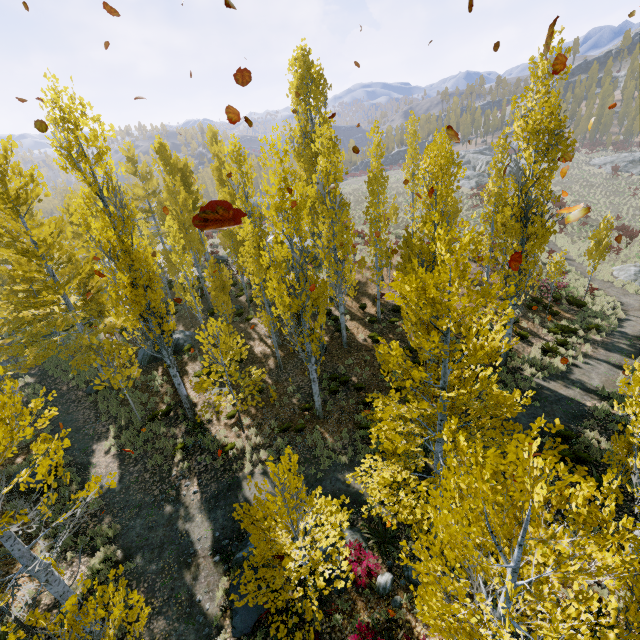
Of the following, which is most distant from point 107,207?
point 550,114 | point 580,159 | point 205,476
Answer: point 580,159

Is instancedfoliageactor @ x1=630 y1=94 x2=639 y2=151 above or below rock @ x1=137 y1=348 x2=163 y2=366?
above

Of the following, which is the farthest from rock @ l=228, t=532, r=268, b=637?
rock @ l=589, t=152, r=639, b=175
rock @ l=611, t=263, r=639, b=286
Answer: rock @ l=589, t=152, r=639, b=175

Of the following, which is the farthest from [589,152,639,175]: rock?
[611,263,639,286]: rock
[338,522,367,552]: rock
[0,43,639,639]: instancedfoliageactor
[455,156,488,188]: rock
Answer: [338,522,367,552]: rock

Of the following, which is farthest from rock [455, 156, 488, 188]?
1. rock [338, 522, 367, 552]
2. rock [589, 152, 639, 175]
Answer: rock [338, 522, 367, 552]

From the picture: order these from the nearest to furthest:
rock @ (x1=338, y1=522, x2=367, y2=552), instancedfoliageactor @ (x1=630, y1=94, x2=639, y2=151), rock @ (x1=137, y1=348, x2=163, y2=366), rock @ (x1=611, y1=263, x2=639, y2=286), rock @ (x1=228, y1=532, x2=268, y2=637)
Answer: rock @ (x1=228, y1=532, x2=268, y2=637)
rock @ (x1=338, y1=522, x2=367, y2=552)
rock @ (x1=137, y1=348, x2=163, y2=366)
rock @ (x1=611, y1=263, x2=639, y2=286)
instancedfoliageactor @ (x1=630, y1=94, x2=639, y2=151)

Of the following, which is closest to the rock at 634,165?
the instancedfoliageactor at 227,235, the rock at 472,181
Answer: the instancedfoliageactor at 227,235

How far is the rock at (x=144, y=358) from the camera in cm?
1923
